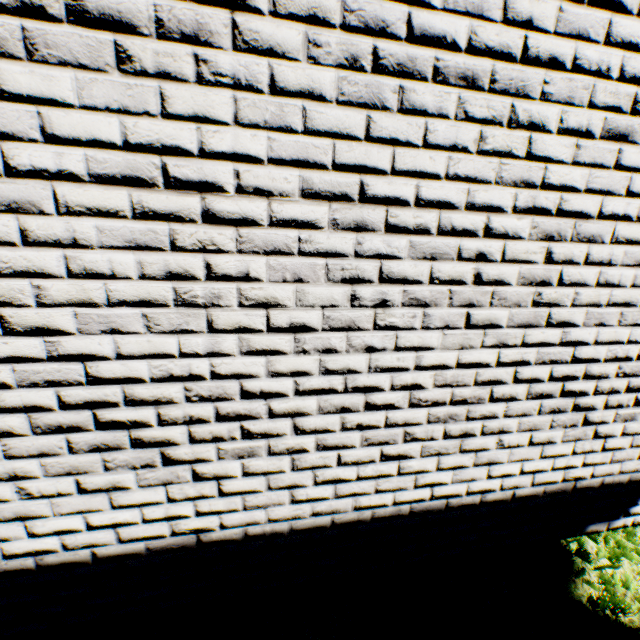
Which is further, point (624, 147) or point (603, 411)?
point (603, 411)
